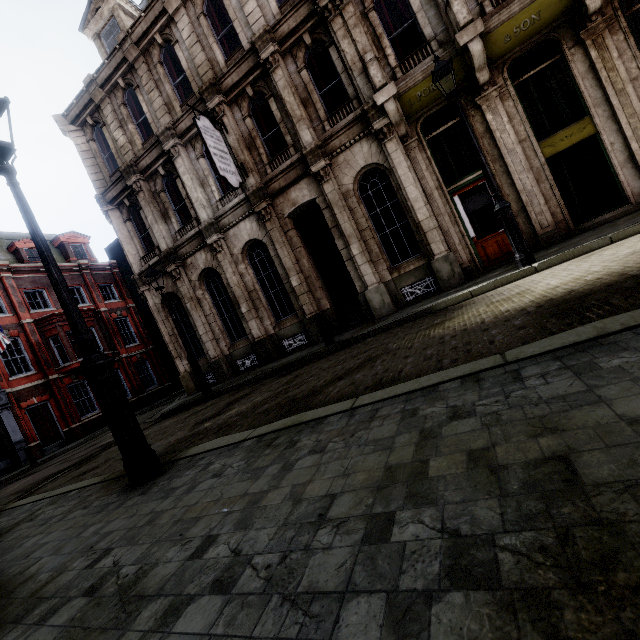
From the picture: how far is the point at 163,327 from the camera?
14.72m

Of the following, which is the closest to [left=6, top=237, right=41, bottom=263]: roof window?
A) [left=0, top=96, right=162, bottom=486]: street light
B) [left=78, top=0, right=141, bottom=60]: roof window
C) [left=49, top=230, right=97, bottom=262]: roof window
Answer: [left=49, top=230, right=97, bottom=262]: roof window

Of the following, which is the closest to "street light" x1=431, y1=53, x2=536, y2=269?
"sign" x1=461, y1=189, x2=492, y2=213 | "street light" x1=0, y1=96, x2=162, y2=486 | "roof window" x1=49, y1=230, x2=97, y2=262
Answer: "sign" x1=461, y1=189, x2=492, y2=213

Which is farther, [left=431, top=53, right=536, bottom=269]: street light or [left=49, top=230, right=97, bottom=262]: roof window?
[left=49, top=230, right=97, bottom=262]: roof window

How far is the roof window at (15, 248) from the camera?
23.0 meters

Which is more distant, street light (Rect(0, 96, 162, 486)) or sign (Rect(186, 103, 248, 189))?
sign (Rect(186, 103, 248, 189))

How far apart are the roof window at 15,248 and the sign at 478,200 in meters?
28.6 m

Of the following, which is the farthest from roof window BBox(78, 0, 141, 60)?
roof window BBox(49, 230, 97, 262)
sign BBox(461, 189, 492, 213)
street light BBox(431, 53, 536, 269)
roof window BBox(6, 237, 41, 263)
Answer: roof window BBox(49, 230, 97, 262)
